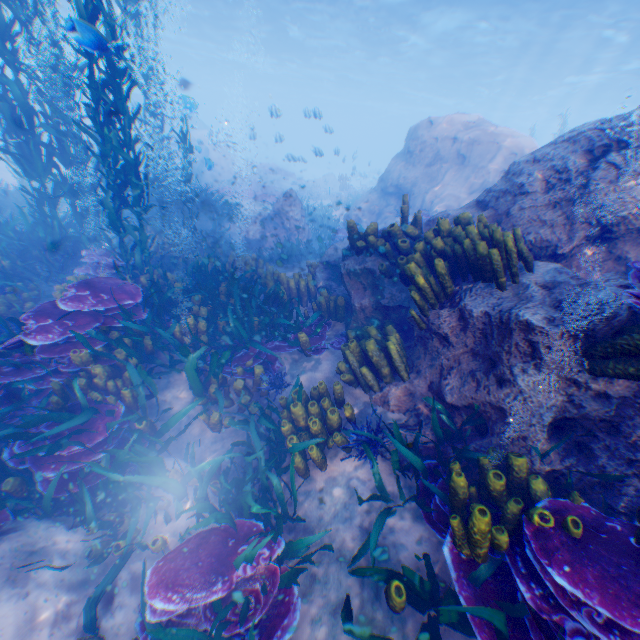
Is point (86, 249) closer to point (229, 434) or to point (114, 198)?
point (114, 198)

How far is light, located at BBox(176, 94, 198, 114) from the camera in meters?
8.0 m

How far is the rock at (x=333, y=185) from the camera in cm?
3166

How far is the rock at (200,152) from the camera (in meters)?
10.86

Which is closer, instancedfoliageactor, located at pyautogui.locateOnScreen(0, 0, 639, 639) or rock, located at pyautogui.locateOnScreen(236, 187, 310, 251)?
instancedfoliageactor, located at pyautogui.locateOnScreen(0, 0, 639, 639)

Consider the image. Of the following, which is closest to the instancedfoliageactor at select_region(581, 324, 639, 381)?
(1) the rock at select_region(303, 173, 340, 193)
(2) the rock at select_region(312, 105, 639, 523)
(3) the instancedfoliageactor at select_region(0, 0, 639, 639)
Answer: (2) the rock at select_region(312, 105, 639, 523)

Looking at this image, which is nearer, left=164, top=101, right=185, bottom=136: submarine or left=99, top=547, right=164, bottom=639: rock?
left=99, top=547, right=164, bottom=639: rock

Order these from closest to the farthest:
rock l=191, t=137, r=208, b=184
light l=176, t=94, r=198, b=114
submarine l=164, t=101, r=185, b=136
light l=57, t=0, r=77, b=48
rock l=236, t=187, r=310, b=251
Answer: light l=57, t=0, r=77, b=48 < light l=176, t=94, r=198, b=114 < rock l=191, t=137, r=208, b=184 < rock l=236, t=187, r=310, b=251 < submarine l=164, t=101, r=185, b=136
